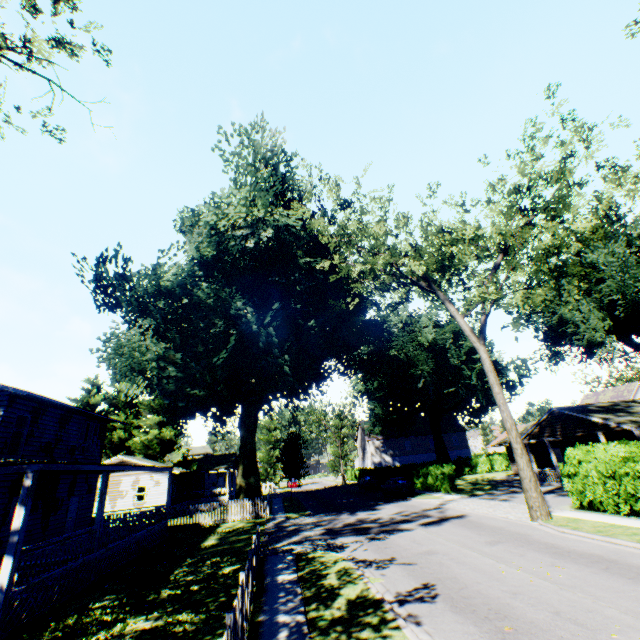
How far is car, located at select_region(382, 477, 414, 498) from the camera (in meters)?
29.39

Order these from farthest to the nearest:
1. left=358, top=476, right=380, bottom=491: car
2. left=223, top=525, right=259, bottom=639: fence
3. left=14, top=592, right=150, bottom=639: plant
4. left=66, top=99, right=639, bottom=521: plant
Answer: Result: left=358, top=476, right=380, bottom=491: car → left=66, top=99, right=639, bottom=521: plant → left=14, top=592, right=150, bottom=639: plant → left=223, top=525, right=259, bottom=639: fence

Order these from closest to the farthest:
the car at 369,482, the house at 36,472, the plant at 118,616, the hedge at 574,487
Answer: the plant at 118,616 → the house at 36,472 → the hedge at 574,487 → the car at 369,482

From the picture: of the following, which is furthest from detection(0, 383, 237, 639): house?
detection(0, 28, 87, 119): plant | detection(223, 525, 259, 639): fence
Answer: detection(223, 525, 259, 639): fence

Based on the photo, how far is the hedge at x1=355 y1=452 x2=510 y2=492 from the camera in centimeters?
3017cm

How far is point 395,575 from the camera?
10.4m

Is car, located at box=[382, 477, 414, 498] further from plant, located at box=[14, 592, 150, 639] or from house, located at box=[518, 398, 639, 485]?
house, located at box=[518, 398, 639, 485]

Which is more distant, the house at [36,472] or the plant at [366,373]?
the plant at [366,373]
